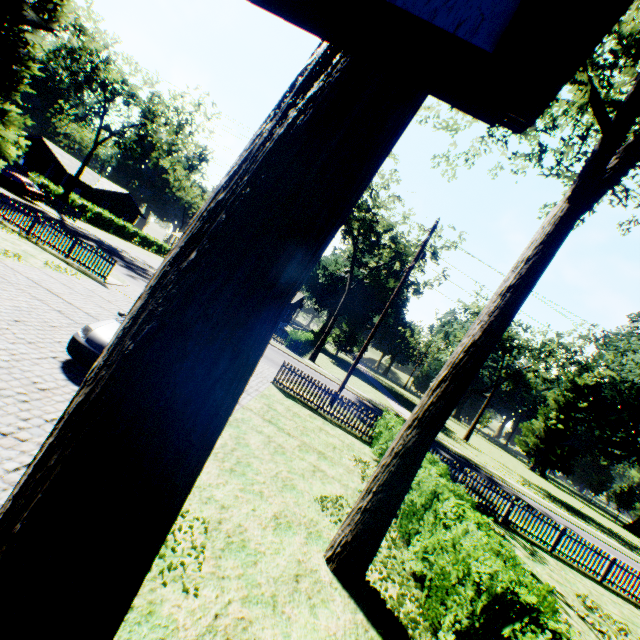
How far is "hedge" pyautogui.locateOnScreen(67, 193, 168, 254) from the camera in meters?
39.8

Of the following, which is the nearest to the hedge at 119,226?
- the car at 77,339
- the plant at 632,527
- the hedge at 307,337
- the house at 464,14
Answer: the hedge at 307,337

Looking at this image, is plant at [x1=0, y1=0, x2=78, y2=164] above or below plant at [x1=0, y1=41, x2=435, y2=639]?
above

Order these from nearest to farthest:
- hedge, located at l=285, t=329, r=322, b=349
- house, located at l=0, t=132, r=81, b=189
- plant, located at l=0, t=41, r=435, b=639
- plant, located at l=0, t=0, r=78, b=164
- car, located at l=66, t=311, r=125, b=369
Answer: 1. plant, located at l=0, t=41, r=435, b=639
2. car, located at l=66, t=311, r=125, b=369
3. plant, located at l=0, t=0, r=78, b=164
4. hedge, located at l=285, t=329, r=322, b=349
5. house, located at l=0, t=132, r=81, b=189

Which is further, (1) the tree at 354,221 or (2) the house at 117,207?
(2) the house at 117,207

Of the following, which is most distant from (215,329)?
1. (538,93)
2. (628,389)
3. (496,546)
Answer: (628,389)

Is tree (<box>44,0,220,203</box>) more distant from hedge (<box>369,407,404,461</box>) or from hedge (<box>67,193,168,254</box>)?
hedge (<box>369,407,404,461</box>)

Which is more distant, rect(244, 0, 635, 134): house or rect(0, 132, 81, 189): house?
rect(0, 132, 81, 189): house
